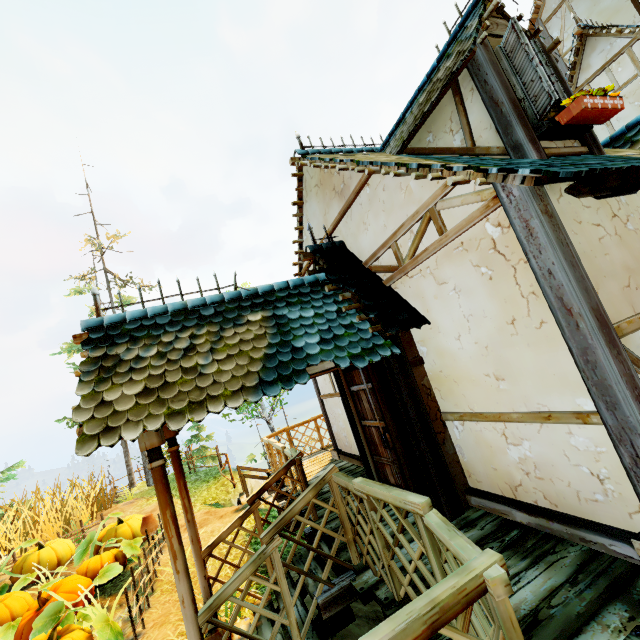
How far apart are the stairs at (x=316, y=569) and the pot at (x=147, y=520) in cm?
367

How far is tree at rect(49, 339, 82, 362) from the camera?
16.97m

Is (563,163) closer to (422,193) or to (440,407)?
(422,193)

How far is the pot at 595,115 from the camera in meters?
3.4 m

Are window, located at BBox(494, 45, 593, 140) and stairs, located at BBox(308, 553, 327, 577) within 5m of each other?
no

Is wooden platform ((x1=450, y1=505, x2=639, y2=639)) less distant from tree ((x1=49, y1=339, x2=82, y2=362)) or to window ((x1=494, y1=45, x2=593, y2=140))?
window ((x1=494, y1=45, x2=593, y2=140))

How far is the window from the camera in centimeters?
377cm

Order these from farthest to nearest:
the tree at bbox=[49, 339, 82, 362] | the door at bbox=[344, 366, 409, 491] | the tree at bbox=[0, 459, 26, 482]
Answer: the tree at bbox=[49, 339, 82, 362] < the tree at bbox=[0, 459, 26, 482] < the door at bbox=[344, 366, 409, 491]
